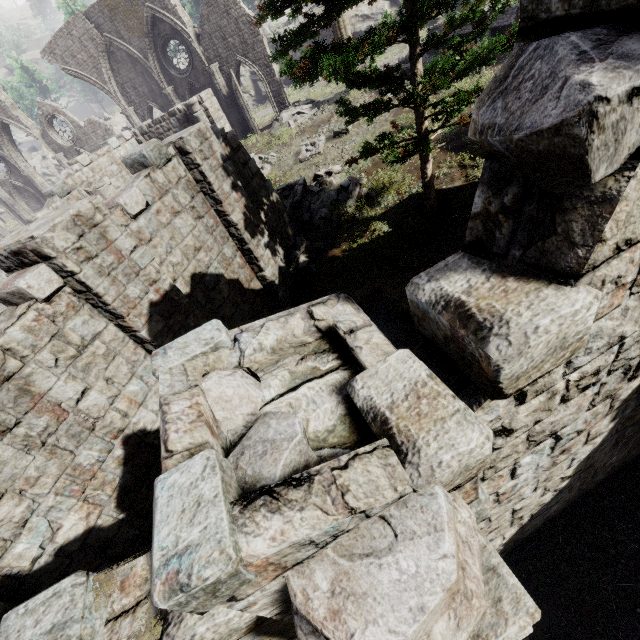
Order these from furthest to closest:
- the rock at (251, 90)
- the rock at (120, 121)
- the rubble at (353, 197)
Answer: the rock at (120, 121)
the rock at (251, 90)
the rubble at (353, 197)

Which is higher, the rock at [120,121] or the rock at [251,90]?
the rock at [120,121]

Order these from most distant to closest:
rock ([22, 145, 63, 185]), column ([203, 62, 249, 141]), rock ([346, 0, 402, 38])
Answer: rock ([22, 145, 63, 185])
rock ([346, 0, 402, 38])
column ([203, 62, 249, 141])

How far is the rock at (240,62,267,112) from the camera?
32.31m

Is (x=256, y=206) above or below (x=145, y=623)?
below

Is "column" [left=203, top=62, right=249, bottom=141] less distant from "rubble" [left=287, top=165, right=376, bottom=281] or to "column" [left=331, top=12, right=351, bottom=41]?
"column" [left=331, top=12, right=351, bottom=41]

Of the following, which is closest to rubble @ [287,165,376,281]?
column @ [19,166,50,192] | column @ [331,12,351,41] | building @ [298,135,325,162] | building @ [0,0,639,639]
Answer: building @ [0,0,639,639]

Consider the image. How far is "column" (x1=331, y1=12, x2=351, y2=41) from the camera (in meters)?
17.17
